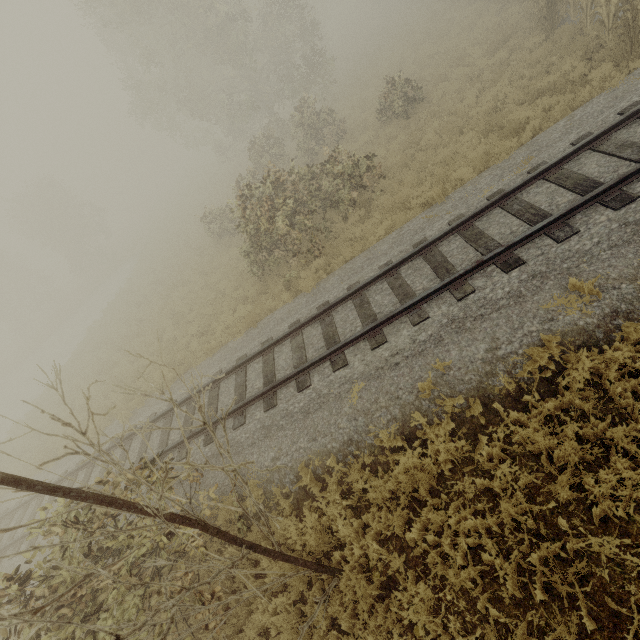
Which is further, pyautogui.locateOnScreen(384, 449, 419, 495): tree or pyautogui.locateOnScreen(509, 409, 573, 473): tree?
pyautogui.locateOnScreen(384, 449, 419, 495): tree

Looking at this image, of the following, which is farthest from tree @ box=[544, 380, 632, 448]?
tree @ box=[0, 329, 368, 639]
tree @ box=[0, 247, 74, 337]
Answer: tree @ box=[0, 247, 74, 337]

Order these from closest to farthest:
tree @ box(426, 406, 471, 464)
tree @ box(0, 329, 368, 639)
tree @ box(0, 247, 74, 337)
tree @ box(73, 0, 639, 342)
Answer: tree @ box(0, 329, 368, 639), tree @ box(426, 406, 471, 464), tree @ box(73, 0, 639, 342), tree @ box(0, 247, 74, 337)

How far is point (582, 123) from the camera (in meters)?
7.90

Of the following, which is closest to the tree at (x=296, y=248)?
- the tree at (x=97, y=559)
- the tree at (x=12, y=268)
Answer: the tree at (x=97, y=559)

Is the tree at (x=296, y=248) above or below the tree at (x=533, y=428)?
above

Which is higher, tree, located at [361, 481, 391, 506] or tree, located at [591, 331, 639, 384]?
tree, located at [361, 481, 391, 506]
